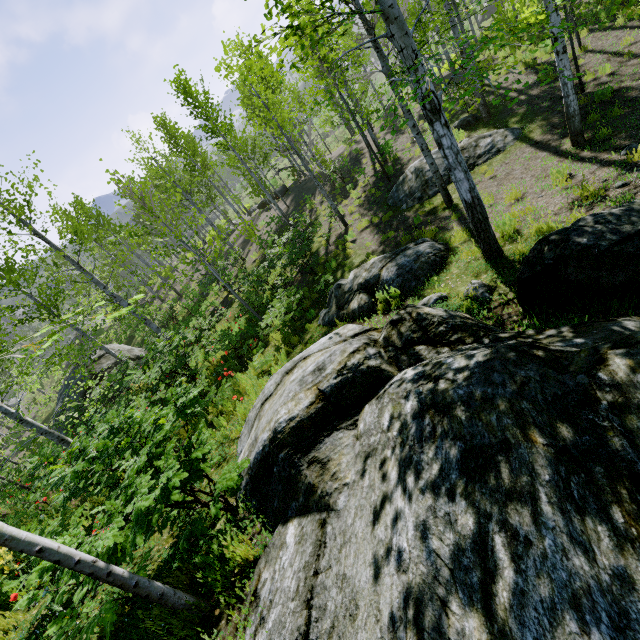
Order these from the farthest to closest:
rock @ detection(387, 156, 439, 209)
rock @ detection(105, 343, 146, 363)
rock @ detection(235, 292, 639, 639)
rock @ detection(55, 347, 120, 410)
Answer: rock @ detection(105, 343, 146, 363) → rock @ detection(55, 347, 120, 410) → rock @ detection(387, 156, 439, 209) → rock @ detection(235, 292, 639, 639)

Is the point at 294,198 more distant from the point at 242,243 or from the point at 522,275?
the point at 522,275

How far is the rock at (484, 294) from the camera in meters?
5.0

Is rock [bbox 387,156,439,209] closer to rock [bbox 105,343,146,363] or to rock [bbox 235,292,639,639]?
rock [bbox 235,292,639,639]

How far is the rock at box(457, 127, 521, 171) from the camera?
10.4 meters

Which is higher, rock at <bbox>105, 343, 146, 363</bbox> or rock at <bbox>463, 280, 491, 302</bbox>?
rock at <bbox>463, 280, 491, 302</bbox>
